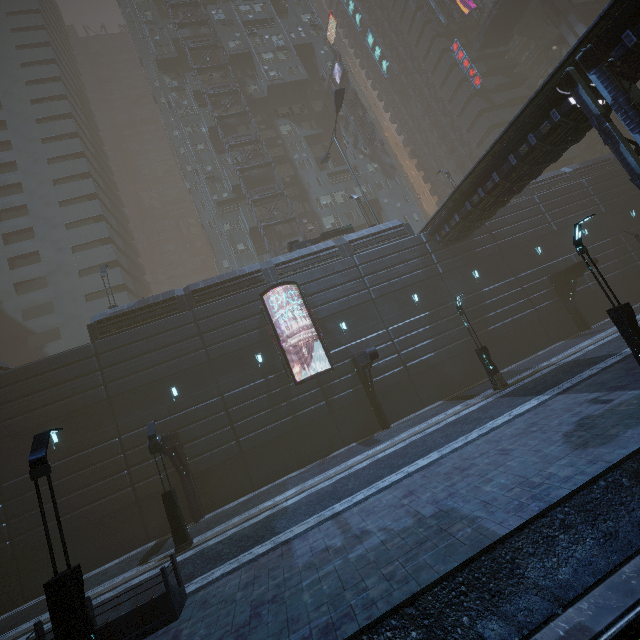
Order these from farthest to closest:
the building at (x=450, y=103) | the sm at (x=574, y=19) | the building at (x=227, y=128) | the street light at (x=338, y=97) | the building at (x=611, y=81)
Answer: the building at (x=450, y=103)
the sm at (x=574, y=19)
the building at (x=227, y=128)
the street light at (x=338, y=97)
the building at (x=611, y=81)

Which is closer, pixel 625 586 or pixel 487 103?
pixel 625 586

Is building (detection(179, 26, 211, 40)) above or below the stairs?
above

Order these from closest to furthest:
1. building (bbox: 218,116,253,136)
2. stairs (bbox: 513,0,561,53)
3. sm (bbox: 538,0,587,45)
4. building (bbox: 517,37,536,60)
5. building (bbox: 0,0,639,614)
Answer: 1. building (bbox: 0,0,639,614)
2. building (bbox: 218,116,253,136)
3. sm (bbox: 538,0,587,45)
4. stairs (bbox: 513,0,561,53)
5. building (bbox: 517,37,536,60)

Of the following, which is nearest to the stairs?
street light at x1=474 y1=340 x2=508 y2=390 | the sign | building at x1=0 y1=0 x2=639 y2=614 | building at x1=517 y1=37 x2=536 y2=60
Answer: building at x1=0 y1=0 x2=639 y2=614

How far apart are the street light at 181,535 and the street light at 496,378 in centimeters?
1677cm

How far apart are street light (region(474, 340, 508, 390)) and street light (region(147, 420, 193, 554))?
16.8m

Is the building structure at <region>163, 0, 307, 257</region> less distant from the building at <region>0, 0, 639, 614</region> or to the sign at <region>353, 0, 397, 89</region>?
the building at <region>0, 0, 639, 614</region>
